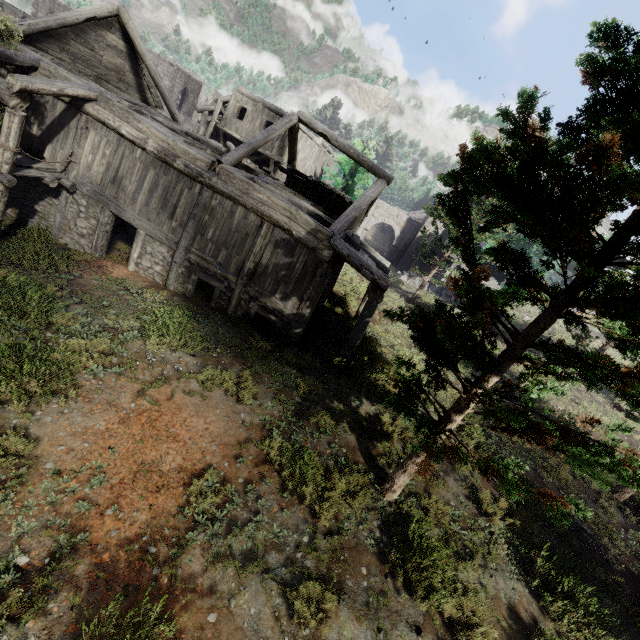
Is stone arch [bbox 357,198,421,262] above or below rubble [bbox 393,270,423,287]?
above

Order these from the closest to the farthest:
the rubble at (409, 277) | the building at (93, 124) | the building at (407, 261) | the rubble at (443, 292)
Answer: the building at (93, 124) → the rubble at (409, 277) → the rubble at (443, 292) → the building at (407, 261)

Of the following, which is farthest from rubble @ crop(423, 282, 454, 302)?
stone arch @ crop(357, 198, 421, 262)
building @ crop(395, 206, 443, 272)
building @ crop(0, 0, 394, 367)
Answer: building @ crop(0, 0, 394, 367)

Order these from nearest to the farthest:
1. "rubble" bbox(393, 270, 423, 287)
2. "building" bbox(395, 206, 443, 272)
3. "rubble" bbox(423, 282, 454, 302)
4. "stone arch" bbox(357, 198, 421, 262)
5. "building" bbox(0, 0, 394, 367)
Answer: "building" bbox(0, 0, 394, 367)
"rubble" bbox(393, 270, 423, 287)
"rubble" bbox(423, 282, 454, 302)
"building" bbox(395, 206, 443, 272)
"stone arch" bbox(357, 198, 421, 262)

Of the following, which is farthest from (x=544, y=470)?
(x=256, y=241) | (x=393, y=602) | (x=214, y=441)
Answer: (x=256, y=241)

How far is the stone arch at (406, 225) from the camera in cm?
3950

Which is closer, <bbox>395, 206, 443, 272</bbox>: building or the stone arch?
<bbox>395, 206, 443, 272</bbox>: building

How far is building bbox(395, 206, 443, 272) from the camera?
33.8m
